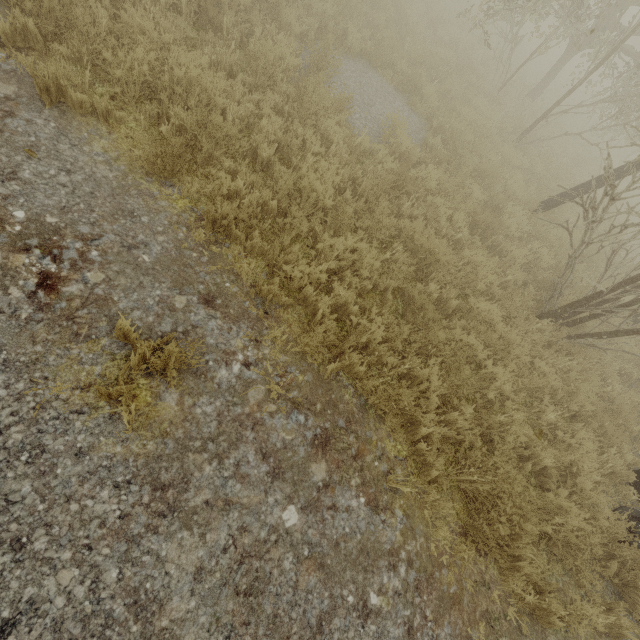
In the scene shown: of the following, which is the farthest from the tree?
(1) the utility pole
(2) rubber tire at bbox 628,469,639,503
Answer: (2) rubber tire at bbox 628,469,639,503

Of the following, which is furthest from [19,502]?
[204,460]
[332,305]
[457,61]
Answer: [457,61]

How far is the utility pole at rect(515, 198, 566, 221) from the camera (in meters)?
6.90

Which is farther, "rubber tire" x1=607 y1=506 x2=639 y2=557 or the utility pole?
the utility pole

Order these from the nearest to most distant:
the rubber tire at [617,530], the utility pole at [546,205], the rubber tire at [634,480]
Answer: the rubber tire at [617,530]
the rubber tire at [634,480]
the utility pole at [546,205]

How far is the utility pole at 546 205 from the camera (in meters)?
6.90

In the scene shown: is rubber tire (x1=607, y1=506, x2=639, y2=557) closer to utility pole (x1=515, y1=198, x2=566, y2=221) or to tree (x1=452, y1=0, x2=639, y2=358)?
utility pole (x1=515, y1=198, x2=566, y2=221)

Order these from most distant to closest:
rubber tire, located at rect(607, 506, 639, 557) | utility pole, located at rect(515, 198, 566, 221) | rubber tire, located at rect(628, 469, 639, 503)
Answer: utility pole, located at rect(515, 198, 566, 221)
rubber tire, located at rect(628, 469, 639, 503)
rubber tire, located at rect(607, 506, 639, 557)
